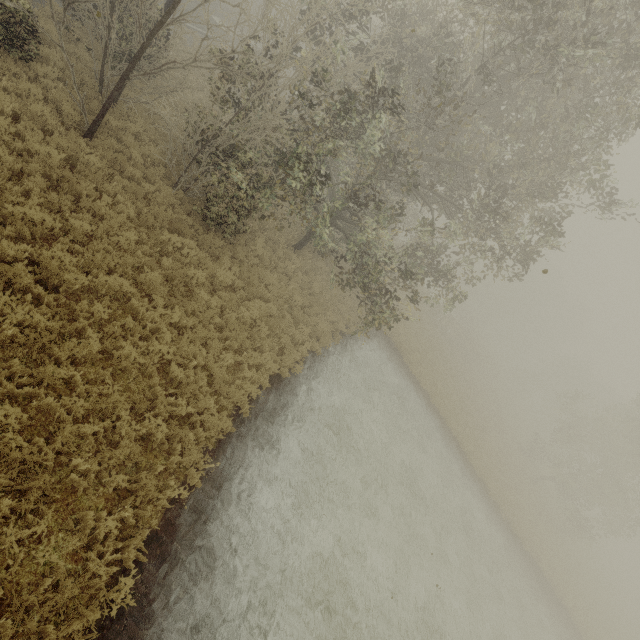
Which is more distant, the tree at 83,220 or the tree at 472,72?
the tree at 472,72

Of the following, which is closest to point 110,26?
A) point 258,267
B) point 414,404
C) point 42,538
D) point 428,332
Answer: point 258,267

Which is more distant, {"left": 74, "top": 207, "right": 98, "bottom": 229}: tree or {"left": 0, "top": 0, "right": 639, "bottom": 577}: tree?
{"left": 0, "top": 0, "right": 639, "bottom": 577}: tree

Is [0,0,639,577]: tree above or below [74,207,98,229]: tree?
above

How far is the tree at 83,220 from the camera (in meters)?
7.84

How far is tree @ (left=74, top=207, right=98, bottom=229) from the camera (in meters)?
7.84
